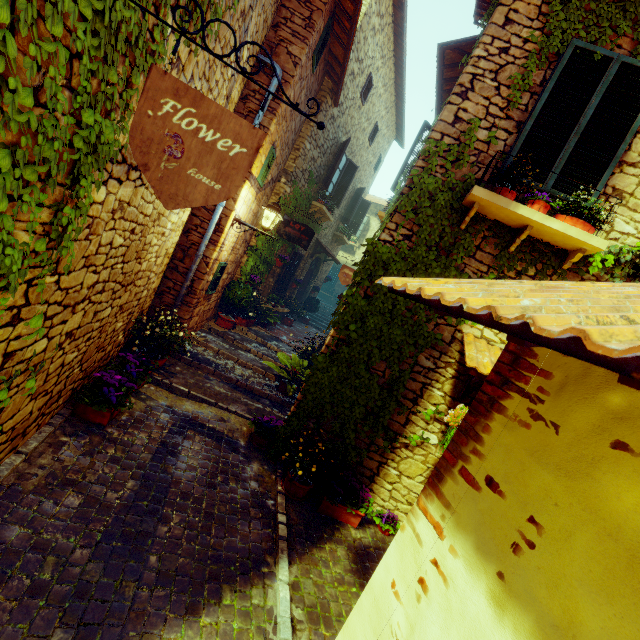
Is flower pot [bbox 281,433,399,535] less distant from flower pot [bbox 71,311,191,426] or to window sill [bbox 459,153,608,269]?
flower pot [bbox 71,311,191,426]

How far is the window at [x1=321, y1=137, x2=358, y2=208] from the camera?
10.0m

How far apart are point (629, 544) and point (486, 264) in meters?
3.6

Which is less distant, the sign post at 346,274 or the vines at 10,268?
the vines at 10,268

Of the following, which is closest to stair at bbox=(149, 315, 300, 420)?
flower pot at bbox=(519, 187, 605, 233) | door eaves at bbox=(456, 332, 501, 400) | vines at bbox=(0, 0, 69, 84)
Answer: vines at bbox=(0, 0, 69, 84)

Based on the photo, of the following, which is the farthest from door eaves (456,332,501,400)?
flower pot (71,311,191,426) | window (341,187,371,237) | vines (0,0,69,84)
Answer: window (341,187,371,237)

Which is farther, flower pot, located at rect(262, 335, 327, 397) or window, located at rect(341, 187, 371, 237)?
window, located at rect(341, 187, 371, 237)

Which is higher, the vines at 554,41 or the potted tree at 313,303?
the vines at 554,41
